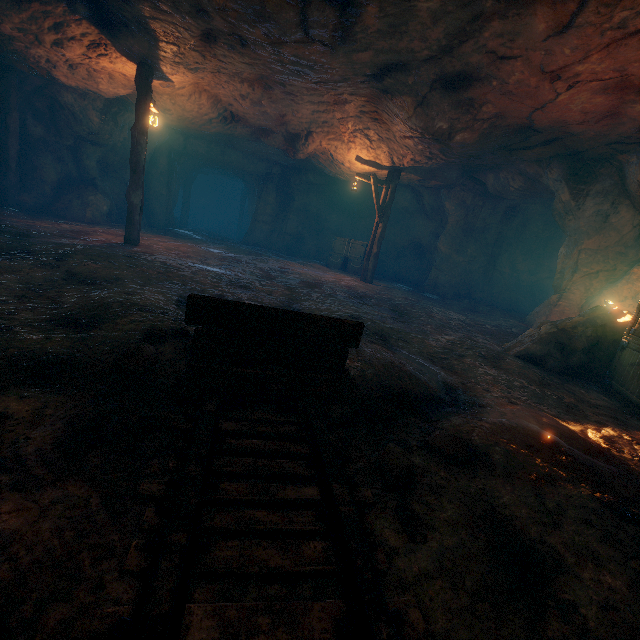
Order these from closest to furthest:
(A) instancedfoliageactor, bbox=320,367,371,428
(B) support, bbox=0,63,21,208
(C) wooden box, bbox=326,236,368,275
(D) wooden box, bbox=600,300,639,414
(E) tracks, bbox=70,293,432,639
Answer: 1. (E) tracks, bbox=70,293,432,639
2. (A) instancedfoliageactor, bbox=320,367,371,428
3. (D) wooden box, bbox=600,300,639,414
4. (B) support, bbox=0,63,21,208
5. (C) wooden box, bbox=326,236,368,275

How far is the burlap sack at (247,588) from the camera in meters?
1.2

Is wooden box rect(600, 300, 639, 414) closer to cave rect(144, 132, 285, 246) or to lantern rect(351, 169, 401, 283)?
lantern rect(351, 169, 401, 283)

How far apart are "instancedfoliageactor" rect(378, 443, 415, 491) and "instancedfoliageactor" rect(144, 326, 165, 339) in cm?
214

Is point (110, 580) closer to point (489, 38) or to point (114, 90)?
point (489, 38)

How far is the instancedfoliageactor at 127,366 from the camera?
2.4 meters

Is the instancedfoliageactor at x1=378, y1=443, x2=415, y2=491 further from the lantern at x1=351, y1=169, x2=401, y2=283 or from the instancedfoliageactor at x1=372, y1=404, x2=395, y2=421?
the lantern at x1=351, y1=169, x2=401, y2=283

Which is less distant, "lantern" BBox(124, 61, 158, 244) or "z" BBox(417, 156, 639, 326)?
"lantern" BBox(124, 61, 158, 244)
